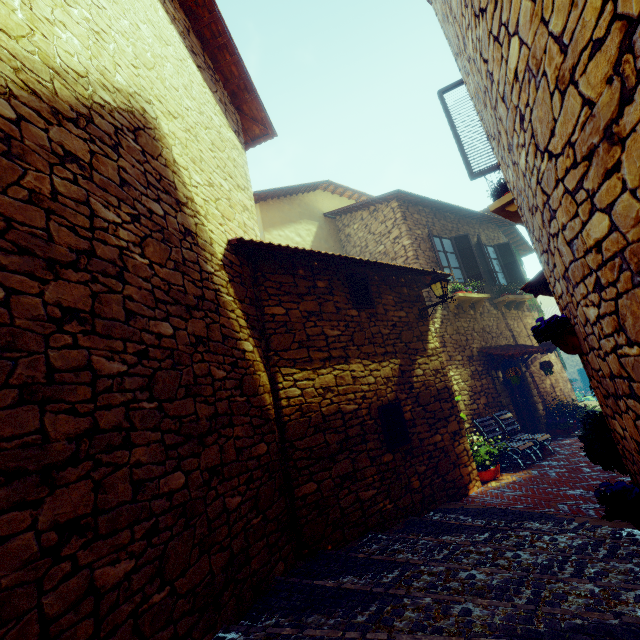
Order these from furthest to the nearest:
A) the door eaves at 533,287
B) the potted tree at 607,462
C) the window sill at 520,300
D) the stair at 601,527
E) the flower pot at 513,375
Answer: the window sill at 520,300, the flower pot at 513,375, the door eaves at 533,287, the potted tree at 607,462, the stair at 601,527

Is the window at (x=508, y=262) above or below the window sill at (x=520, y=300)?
above

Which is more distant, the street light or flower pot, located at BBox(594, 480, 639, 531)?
the street light

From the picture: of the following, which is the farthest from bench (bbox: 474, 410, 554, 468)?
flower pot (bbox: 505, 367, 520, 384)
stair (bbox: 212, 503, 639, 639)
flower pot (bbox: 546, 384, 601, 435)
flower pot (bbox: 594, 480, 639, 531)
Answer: flower pot (bbox: 594, 480, 639, 531)

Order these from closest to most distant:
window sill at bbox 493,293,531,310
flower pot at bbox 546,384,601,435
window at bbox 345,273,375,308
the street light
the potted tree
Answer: the potted tree
window at bbox 345,273,375,308
the street light
flower pot at bbox 546,384,601,435
window sill at bbox 493,293,531,310

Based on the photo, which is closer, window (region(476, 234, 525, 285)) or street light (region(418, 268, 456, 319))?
street light (region(418, 268, 456, 319))

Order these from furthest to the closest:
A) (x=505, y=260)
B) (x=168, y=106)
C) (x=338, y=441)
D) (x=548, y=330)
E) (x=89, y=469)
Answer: (x=505, y=260) → (x=338, y=441) → (x=168, y=106) → (x=548, y=330) → (x=89, y=469)

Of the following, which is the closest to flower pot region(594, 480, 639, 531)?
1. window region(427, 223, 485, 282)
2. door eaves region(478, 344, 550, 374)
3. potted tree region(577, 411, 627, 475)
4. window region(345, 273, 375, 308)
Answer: potted tree region(577, 411, 627, 475)
